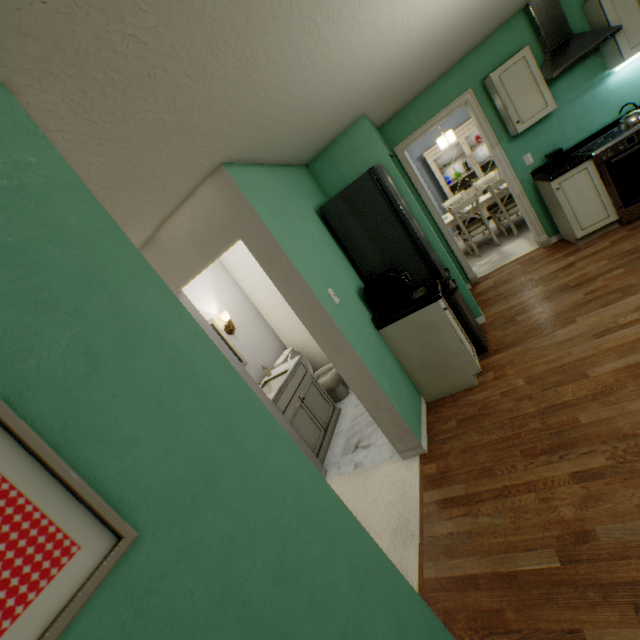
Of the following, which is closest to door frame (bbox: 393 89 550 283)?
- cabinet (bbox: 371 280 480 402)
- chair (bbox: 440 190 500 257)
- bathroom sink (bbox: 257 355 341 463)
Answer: chair (bbox: 440 190 500 257)

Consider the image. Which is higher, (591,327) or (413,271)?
(413,271)

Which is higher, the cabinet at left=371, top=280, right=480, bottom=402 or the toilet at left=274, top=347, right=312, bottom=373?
the toilet at left=274, top=347, right=312, bottom=373

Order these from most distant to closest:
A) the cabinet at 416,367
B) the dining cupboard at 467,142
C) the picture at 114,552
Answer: the dining cupboard at 467,142 → the cabinet at 416,367 → the picture at 114,552

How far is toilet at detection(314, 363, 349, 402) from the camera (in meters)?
3.91

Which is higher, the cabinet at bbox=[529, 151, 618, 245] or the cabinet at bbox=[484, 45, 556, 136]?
the cabinet at bbox=[484, 45, 556, 136]

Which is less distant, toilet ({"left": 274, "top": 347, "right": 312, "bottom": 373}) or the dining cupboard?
toilet ({"left": 274, "top": 347, "right": 312, "bottom": 373})

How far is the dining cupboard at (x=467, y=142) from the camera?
6.6 meters
